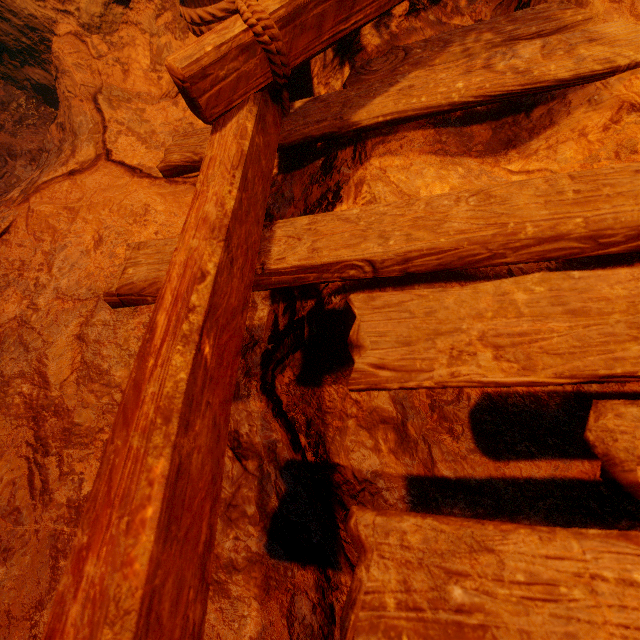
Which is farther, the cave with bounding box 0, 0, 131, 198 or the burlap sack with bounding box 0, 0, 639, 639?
the cave with bounding box 0, 0, 131, 198

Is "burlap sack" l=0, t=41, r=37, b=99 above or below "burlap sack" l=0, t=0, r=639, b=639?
above

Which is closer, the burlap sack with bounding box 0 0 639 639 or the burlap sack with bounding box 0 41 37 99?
the burlap sack with bounding box 0 0 639 639

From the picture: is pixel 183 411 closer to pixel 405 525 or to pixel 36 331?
pixel 405 525

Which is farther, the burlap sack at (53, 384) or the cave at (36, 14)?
the cave at (36, 14)

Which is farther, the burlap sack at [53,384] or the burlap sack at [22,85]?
the burlap sack at [22,85]
